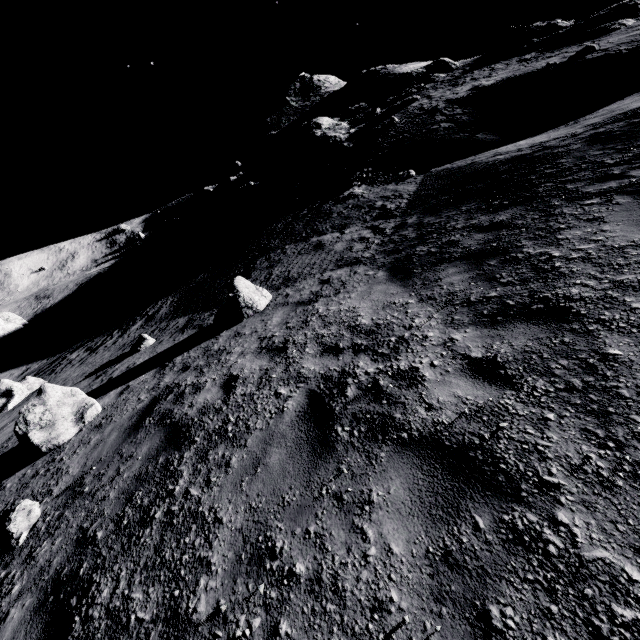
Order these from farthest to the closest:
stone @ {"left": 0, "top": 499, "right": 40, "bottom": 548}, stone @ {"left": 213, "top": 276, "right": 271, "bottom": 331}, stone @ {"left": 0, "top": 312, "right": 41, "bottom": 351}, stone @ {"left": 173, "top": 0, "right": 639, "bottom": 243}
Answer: stone @ {"left": 0, "top": 312, "right": 41, "bottom": 351}, stone @ {"left": 173, "top": 0, "right": 639, "bottom": 243}, stone @ {"left": 213, "top": 276, "right": 271, "bottom": 331}, stone @ {"left": 0, "top": 499, "right": 40, "bottom": 548}

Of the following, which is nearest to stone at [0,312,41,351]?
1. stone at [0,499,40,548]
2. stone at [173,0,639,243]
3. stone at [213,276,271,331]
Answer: stone at [173,0,639,243]

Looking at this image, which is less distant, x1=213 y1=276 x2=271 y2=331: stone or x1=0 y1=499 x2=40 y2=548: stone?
x1=0 y1=499 x2=40 y2=548: stone

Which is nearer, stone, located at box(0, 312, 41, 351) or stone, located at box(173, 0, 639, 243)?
stone, located at box(173, 0, 639, 243)

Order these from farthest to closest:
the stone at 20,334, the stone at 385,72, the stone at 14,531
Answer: the stone at 20,334
the stone at 385,72
the stone at 14,531

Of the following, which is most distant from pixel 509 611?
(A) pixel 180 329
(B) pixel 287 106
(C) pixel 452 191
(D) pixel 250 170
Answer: (B) pixel 287 106

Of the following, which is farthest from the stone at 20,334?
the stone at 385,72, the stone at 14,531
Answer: the stone at 14,531

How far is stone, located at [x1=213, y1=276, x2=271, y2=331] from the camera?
8.9m
